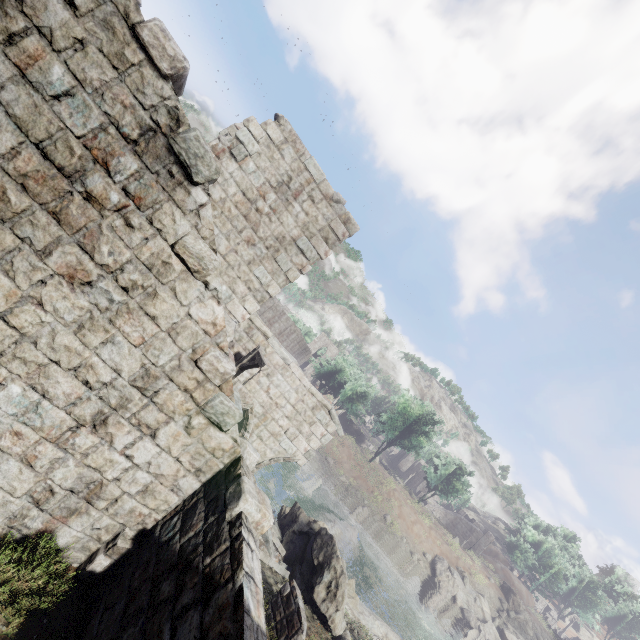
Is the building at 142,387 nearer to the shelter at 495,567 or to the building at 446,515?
the building at 446,515

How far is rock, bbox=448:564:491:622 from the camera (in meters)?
37.06

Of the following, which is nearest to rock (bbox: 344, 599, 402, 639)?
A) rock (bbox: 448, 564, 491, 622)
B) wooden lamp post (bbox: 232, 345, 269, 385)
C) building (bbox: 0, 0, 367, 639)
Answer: building (bbox: 0, 0, 367, 639)

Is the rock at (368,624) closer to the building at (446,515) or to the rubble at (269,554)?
the rubble at (269,554)

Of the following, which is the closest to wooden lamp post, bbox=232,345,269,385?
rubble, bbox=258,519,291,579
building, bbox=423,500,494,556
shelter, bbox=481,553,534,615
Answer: rubble, bbox=258,519,291,579

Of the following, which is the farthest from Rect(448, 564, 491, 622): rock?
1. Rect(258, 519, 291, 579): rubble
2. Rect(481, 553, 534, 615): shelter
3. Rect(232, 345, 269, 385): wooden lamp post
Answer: A: Rect(232, 345, 269, 385): wooden lamp post

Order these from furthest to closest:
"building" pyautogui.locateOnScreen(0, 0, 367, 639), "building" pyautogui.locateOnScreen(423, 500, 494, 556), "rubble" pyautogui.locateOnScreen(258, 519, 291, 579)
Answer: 1. "building" pyautogui.locateOnScreen(423, 500, 494, 556)
2. "rubble" pyautogui.locateOnScreen(258, 519, 291, 579)
3. "building" pyautogui.locateOnScreen(0, 0, 367, 639)

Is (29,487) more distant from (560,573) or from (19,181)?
(560,573)
